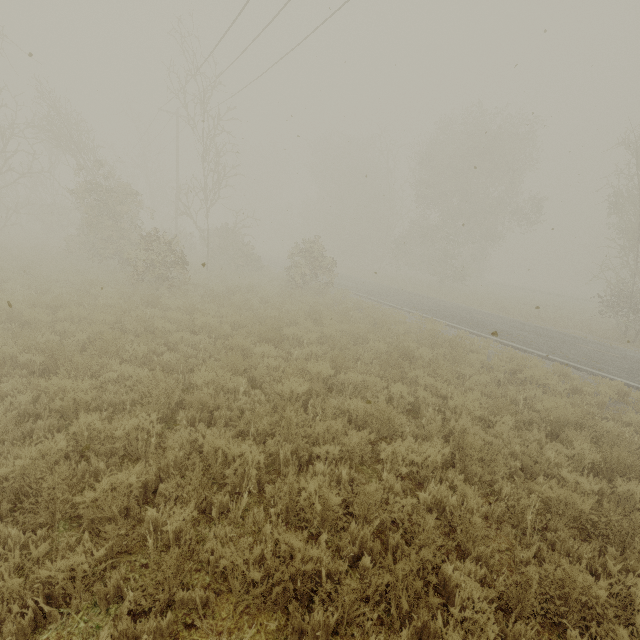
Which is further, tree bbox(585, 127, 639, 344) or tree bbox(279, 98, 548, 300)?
tree bbox(279, 98, 548, 300)

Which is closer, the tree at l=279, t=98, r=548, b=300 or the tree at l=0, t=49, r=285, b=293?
the tree at l=0, t=49, r=285, b=293

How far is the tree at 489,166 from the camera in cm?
2672

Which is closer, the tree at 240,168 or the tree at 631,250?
the tree at 240,168

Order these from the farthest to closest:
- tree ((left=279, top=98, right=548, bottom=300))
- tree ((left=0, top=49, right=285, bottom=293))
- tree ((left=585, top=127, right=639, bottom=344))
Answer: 1. tree ((left=279, top=98, right=548, bottom=300))
2. tree ((left=585, top=127, right=639, bottom=344))
3. tree ((left=0, top=49, right=285, bottom=293))

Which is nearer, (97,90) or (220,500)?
(220,500)

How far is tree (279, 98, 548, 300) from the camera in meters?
26.7 m
